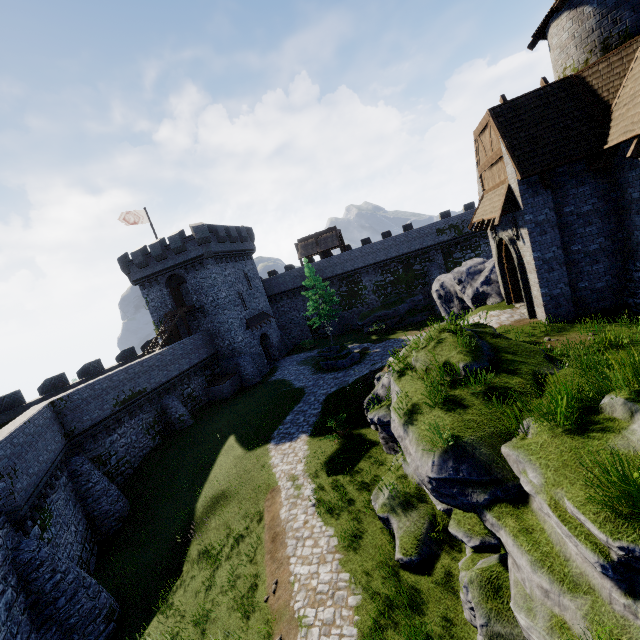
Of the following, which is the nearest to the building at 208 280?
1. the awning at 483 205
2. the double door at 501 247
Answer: the awning at 483 205

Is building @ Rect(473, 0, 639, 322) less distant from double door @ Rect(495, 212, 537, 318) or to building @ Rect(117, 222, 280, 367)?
double door @ Rect(495, 212, 537, 318)

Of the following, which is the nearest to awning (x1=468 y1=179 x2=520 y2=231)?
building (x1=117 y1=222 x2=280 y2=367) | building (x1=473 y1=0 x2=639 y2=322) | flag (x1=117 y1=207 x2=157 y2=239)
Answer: building (x1=473 y1=0 x2=639 y2=322)

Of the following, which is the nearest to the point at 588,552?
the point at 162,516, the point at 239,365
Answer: the point at 162,516

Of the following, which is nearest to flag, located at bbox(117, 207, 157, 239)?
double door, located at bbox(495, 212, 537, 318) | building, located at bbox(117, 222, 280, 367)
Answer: building, located at bbox(117, 222, 280, 367)

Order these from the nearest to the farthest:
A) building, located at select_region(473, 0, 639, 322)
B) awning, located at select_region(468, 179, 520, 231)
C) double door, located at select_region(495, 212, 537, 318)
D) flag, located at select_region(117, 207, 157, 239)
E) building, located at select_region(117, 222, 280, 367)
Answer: building, located at select_region(473, 0, 639, 322) < awning, located at select_region(468, 179, 520, 231) < double door, located at select_region(495, 212, 537, 318) < flag, located at select_region(117, 207, 157, 239) < building, located at select_region(117, 222, 280, 367)

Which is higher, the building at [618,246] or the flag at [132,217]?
the flag at [132,217]

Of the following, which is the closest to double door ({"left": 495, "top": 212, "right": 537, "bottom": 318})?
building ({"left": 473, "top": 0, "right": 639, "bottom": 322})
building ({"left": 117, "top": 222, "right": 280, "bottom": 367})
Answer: building ({"left": 473, "top": 0, "right": 639, "bottom": 322})
